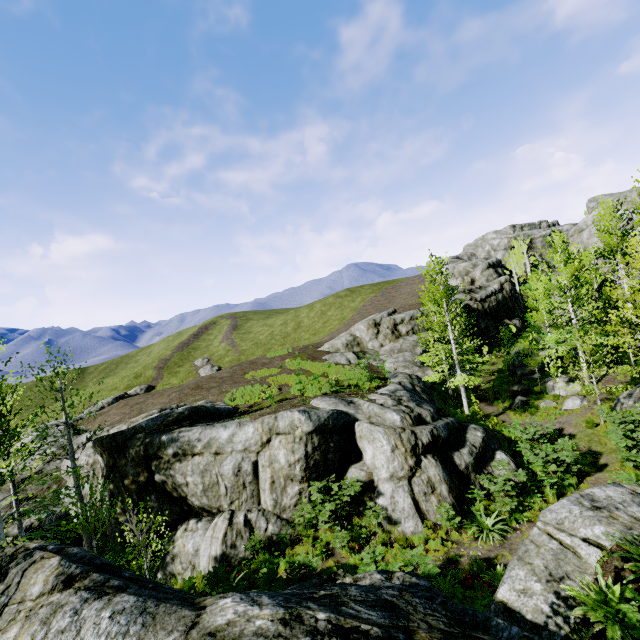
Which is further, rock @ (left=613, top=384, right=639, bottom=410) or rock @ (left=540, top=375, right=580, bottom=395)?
rock @ (left=540, top=375, right=580, bottom=395)

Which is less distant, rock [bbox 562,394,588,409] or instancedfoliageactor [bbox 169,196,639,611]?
instancedfoliageactor [bbox 169,196,639,611]

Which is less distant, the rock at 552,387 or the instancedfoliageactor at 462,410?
the instancedfoliageactor at 462,410

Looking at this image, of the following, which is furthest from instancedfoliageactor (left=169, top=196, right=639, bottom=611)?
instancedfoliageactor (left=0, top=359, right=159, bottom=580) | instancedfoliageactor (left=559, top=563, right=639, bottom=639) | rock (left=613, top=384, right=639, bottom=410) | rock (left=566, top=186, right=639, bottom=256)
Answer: instancedfoliageactor (left=0, top=359, right=159, bottom=580)

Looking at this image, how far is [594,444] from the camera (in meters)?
15.30

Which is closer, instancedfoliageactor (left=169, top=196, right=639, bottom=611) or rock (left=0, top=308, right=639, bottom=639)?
rock (left=0, top=308, right=639, bottom=639)

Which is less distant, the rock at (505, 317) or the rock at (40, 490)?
the rock at (40, 490)

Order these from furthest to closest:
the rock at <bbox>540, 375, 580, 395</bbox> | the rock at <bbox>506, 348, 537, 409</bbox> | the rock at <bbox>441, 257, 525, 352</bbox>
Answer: the rock at <bbox>441, 257, 525, 352</bbox>, the rock at <bbox>506, 348, 537, 409</bbox>, the rock at <bbox>540, 375, 580, 395</bbox>
